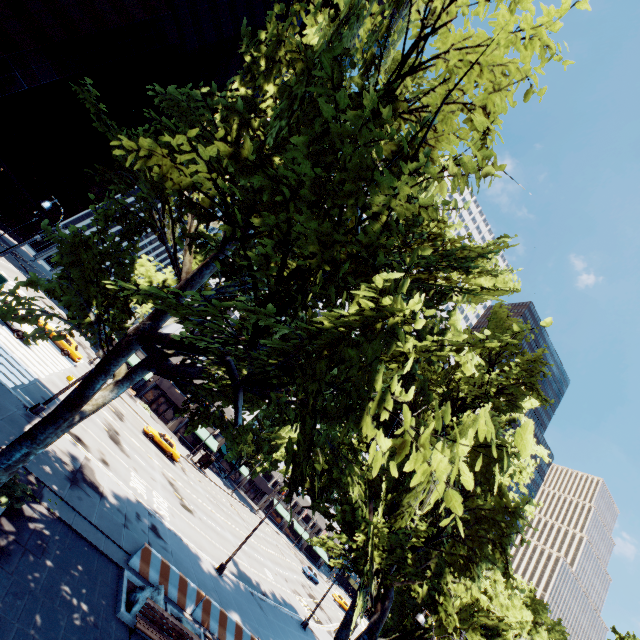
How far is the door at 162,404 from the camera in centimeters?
5103cm

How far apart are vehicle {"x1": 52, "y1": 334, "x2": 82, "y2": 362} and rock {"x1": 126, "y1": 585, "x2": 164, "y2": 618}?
26.6 meters

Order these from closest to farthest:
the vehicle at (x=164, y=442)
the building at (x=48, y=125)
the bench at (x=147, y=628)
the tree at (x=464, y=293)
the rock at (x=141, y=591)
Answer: the tree at (x=464, y=293) < the bench at (x=147, y=628) < the rock at (x=141, y=591) < the vehicle at (x=164, y=442) < the building at (x=48, y=125)

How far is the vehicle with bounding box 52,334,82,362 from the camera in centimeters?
3138cm

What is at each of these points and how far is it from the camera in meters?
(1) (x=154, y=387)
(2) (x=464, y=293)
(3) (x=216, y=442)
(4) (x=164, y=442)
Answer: (1) building, 51.2 m
(2) tree, 10.8 m
(3) building, 54.6 m
(4) vehicle, 35.3 m

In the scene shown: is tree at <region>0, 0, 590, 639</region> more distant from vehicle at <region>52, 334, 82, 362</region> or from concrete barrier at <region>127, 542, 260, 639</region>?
vehicle at <region>52, 334, 82, 362</region>

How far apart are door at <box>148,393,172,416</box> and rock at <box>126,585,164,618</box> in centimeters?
4266cm

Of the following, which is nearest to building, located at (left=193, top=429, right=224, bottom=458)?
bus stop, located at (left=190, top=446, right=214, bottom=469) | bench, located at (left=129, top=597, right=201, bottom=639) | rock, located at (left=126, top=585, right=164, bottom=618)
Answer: bus stop, located at (left=190, top=446, right=214, bottom=469)
